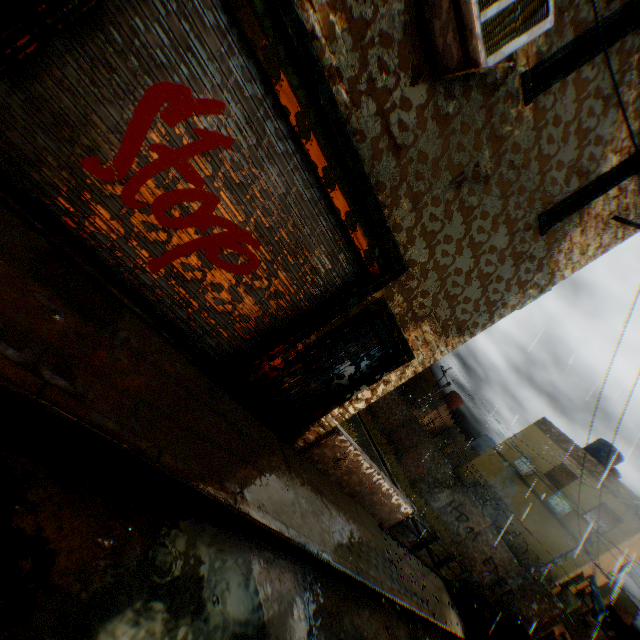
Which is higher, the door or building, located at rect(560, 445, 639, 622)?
building, located at rect(560, 445, 639, 622)

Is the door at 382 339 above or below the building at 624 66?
below

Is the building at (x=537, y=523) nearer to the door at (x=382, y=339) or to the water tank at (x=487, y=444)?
the door at (x=382, y=339)

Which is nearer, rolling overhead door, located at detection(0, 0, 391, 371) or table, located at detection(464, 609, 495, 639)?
rolling overhead door, located at detection(0, 0, 391, 371)

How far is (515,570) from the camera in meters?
16.4

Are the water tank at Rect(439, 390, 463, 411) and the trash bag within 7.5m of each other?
no

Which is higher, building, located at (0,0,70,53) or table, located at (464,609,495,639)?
building, located at (0,0,70,53)

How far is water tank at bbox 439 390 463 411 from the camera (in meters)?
32.47
